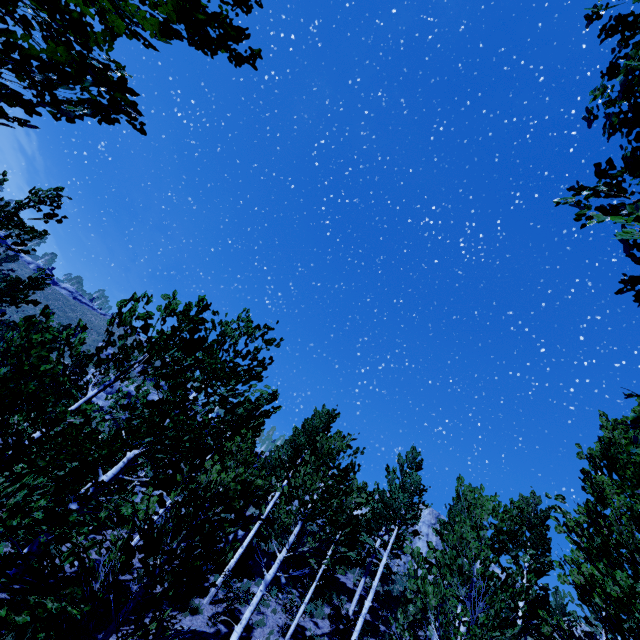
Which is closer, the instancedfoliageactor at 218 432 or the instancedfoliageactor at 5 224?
the instancedfoliageactor at 218 432

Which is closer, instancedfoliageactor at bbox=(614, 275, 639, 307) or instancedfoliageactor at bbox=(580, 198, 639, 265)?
instancedfoliageactor at bbox=(580, 198, 639, 265)

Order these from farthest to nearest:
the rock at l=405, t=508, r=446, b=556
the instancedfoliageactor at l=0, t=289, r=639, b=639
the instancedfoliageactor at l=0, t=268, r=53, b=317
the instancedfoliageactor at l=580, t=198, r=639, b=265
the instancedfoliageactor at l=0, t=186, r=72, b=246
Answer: the rock at l=405, t=508, r=446, b=556, the instancedfoliageactor at l=0, t=268, r=53, b=317, the instancedfoliageactor at l=0, t=186, r=72, b=246, the instancedfoliageactor at l=0, t=289, r=639, b=639, the instancedfoliageactor at l=580, t=198, r=639, b=265

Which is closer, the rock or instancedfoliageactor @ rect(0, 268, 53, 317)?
instancedfoliageactor @ rect(0, 268, 53, 317)

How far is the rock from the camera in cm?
3228

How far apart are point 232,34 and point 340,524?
11.4 meters

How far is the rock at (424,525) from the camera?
32.28m
